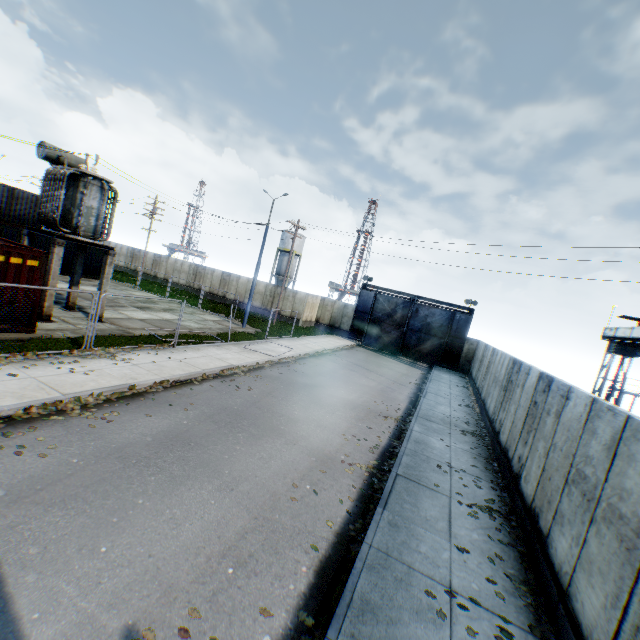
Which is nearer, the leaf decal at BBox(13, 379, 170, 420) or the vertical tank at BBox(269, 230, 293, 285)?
the leaf decal at BBox(13, 379, 170, 420)

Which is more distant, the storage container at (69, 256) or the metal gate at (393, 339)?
the metal gate at (393, 339)

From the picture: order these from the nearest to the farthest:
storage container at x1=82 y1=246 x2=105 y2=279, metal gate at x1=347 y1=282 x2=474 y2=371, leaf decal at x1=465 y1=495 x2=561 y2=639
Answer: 1. leaf decal at x1=465 y1=495 x2=561 y2=639
2. storage container at x1=82 y1=246 x2=105 y2=279
3. metal gate at x1=347 y1=282 x2=474 y2=371

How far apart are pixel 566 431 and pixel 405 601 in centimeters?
447cm

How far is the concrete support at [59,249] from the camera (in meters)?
13.05

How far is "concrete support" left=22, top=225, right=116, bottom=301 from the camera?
13.1m

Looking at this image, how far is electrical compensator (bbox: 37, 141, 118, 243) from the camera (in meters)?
13.37

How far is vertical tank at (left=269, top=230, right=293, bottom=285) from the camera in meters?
53.1 m
